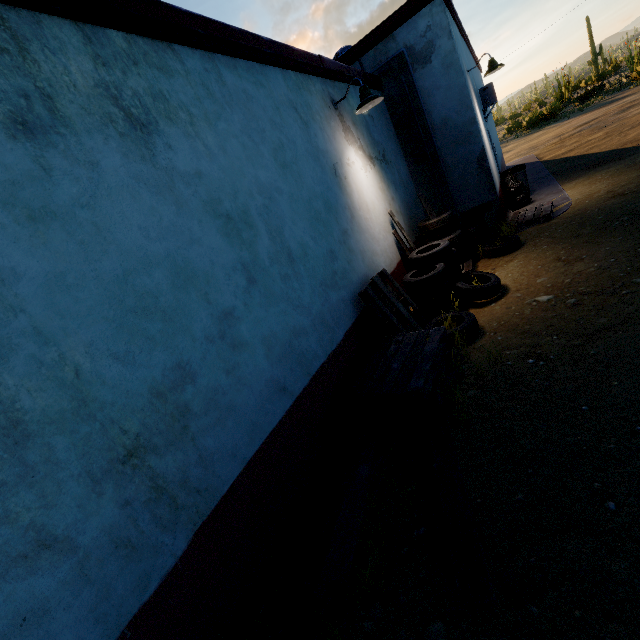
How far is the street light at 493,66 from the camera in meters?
7.3 m

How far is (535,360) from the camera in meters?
3.3

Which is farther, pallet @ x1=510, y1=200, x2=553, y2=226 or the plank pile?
pallet @ x1=510, y1=200, x2=553, y2=226

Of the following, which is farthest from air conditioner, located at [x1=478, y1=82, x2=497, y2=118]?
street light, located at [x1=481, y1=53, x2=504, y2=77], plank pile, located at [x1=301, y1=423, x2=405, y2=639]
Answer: plank pile, located at [x1=301, y1=423, x2=405, y2=639]

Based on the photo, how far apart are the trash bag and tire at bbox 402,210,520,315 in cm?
451

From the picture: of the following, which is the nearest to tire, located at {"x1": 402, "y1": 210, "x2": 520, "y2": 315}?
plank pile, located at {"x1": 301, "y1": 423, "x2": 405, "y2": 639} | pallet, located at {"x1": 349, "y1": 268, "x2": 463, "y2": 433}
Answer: pallet, located at {"x1": 349, "y1": 268, "x2": 463, "y2": 433}

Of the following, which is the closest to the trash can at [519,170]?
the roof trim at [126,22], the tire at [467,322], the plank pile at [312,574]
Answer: the roof trim at [126,22]

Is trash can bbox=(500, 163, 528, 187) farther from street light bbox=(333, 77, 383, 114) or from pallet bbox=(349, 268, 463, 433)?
pallet bbox=(349, 268, 463, 433)
